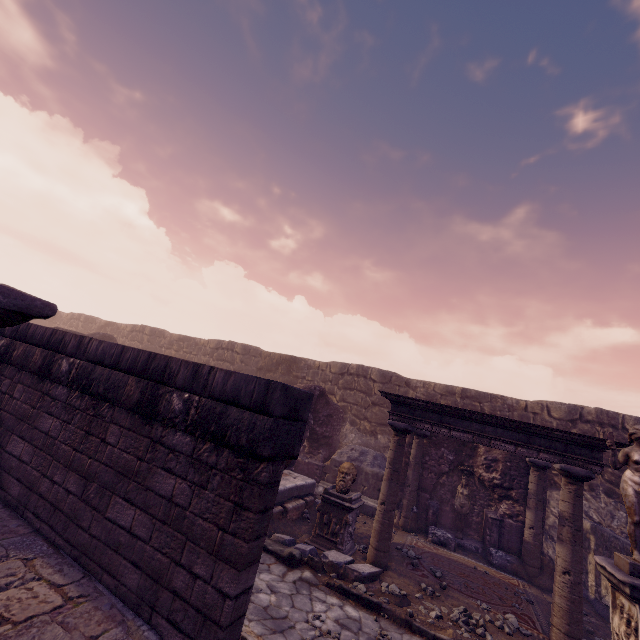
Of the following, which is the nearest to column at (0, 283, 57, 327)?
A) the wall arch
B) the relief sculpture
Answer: the relief sculpture

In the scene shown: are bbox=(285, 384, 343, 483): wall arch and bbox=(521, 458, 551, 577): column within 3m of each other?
no

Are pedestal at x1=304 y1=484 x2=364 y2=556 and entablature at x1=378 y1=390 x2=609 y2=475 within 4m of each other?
yes

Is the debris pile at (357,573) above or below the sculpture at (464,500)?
below

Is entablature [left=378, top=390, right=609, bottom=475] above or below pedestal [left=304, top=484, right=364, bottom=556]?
above

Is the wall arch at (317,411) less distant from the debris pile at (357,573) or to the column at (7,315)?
the debris pile at (357,573)

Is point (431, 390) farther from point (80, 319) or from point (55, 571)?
point (80, 319)

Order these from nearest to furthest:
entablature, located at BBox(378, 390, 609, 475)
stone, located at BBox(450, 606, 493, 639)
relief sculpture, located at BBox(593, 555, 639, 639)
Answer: relief sculpture, located at BBox(593, 555, 639, 639)
stone, located at BBox(450, 606, 493, 639)
entablature, located at BBox(378, 390, 609, 475)
